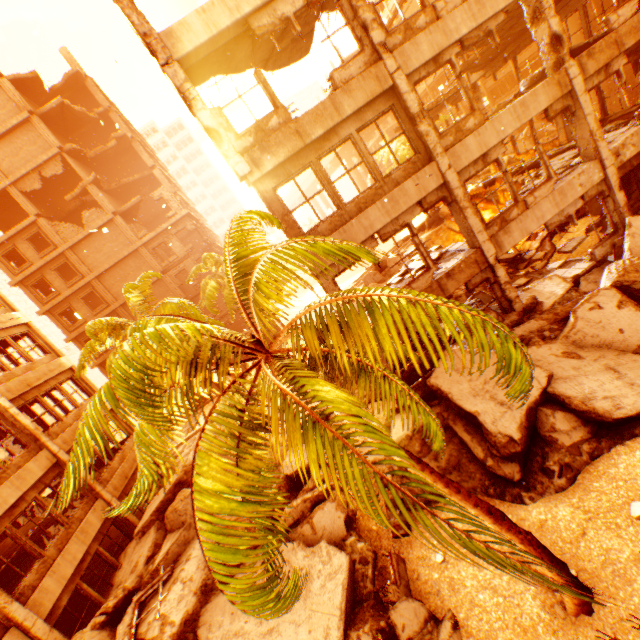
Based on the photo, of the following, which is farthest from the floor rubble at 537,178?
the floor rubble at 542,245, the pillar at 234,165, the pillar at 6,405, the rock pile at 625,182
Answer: the pillar at 6,405

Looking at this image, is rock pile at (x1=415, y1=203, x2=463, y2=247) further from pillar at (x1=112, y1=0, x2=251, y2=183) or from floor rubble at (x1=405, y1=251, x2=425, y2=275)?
pillar at (x1=112, y1=0, x2=251, y2=183)

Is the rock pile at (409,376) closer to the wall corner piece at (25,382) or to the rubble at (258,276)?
the rubble at (258,276)

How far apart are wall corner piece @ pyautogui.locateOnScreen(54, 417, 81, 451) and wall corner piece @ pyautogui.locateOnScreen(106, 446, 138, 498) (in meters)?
2.20

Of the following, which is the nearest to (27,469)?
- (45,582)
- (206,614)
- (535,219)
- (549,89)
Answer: (45,582)

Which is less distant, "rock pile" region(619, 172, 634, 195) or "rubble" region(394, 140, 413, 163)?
"rock pile" region(619, 172, 634, 195)

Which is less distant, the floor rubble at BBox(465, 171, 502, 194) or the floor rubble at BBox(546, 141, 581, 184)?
the floor rubble at BBox(546, 141, 581, 184)

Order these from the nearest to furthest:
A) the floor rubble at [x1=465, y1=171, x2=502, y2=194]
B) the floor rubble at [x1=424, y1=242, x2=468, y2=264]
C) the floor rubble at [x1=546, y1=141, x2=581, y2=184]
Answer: the floor rubble at [x1=424, y1=242, x2=468, y2=264] < the floor rubble at [x1=546, y1=141, x2=581, y2=184] < the floor rubble at [x1=465, y1=171, x2=502, y2=194]
